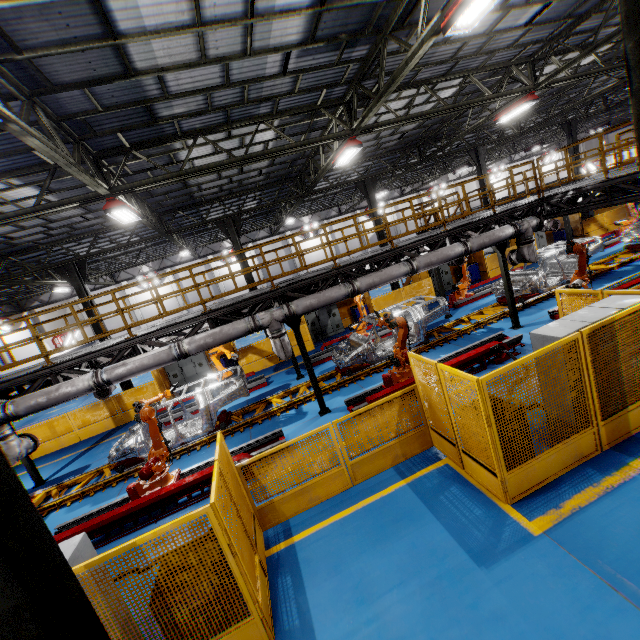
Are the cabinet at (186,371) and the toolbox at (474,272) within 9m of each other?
no

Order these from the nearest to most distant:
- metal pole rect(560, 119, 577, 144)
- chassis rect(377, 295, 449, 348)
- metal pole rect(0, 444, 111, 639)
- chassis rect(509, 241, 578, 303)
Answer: metal pole rect(0, 444, 111, 639) < chassis rect(377, 295, 449, 348) < chassis rect(509, 241, 578, 303) < metal pole rect(560, 119, 577, 144)

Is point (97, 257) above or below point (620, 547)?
above

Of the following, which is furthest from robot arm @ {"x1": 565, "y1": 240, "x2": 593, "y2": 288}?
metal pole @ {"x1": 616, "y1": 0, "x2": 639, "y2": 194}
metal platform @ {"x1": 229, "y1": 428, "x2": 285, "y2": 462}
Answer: metal platform @ {"x1": 229, "y1": 428, "x2": 285, "y2": 462}

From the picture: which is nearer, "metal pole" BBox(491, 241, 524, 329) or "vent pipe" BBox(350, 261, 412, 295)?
"vent pipe" BBox(350, 261, 412, 295)

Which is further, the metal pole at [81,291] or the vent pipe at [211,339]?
the metal pole at [81,291]

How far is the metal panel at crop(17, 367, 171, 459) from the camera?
14.77m
